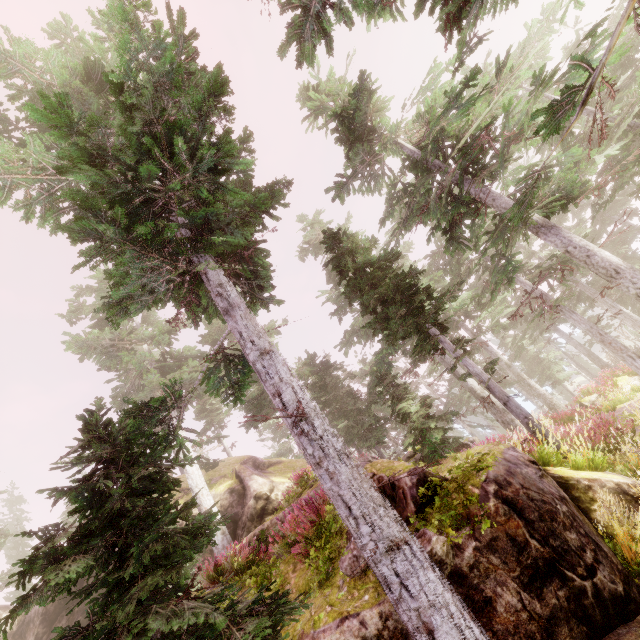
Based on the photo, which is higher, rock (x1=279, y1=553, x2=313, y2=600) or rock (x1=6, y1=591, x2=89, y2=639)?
rock (x1=6, y1=591, x2=89, y2=639)

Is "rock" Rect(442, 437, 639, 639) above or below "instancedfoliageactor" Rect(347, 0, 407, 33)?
below

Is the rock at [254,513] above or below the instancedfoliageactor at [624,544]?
above

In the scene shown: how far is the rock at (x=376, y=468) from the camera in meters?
6.3 m

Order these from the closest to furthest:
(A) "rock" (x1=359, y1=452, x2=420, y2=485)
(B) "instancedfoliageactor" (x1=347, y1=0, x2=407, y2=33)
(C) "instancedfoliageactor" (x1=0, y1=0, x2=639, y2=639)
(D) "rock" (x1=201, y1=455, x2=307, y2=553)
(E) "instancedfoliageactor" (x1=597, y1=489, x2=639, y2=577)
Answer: (C) "instancedfoliageactor" (x1=0, y1=0, x2=639, y2=639)
(E) "instancedfoliageactor" (x1=597, y1=489, x2=639, y2=577)
(A) "rock" (x1=359, y1=452, x2=420, y2=485)
(B) "instancedfoliageactor" (x1=347, y1=0, x2=407, y2=33)
(D) "rock" (x1=201, y1=455, x2=307, y2=553)

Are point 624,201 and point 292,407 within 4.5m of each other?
no

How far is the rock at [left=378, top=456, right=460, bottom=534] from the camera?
5.68m
